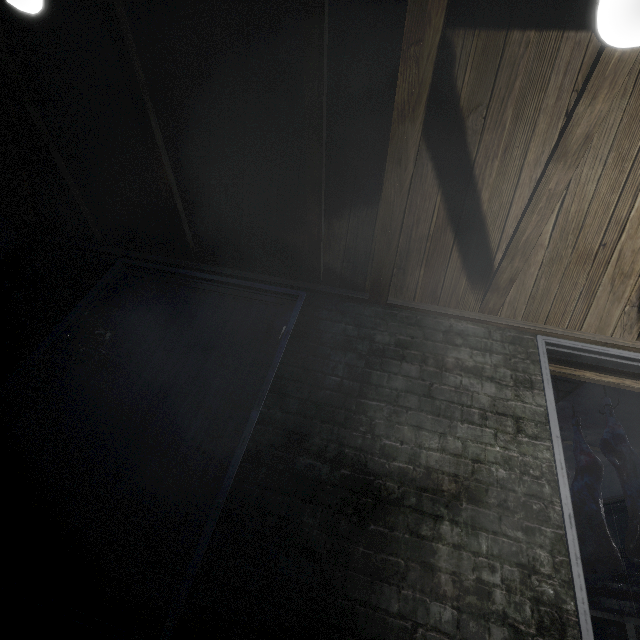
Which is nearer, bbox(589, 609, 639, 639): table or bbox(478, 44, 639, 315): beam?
bbox(478, 44, 639, 315): beam

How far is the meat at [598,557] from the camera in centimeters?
338cm

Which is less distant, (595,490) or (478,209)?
(478,209)

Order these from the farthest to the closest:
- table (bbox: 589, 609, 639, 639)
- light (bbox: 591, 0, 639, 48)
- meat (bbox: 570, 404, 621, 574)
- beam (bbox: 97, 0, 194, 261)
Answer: meat (bbox: 570, 404, 621, 574)
table (bbox: 589, 609, 639, 639)
beam (bbox: 97, 0, 194, 261)
light (bbox: 591, 0, 639, 48)

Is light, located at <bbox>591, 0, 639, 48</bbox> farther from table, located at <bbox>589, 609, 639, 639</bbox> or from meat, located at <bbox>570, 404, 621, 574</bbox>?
meat, located at <bbox>570, 404, 621, 574</bbox>

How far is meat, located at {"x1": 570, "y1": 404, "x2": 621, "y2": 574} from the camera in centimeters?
338cm

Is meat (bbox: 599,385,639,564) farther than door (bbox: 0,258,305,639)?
Yes

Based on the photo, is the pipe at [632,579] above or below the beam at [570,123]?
below
